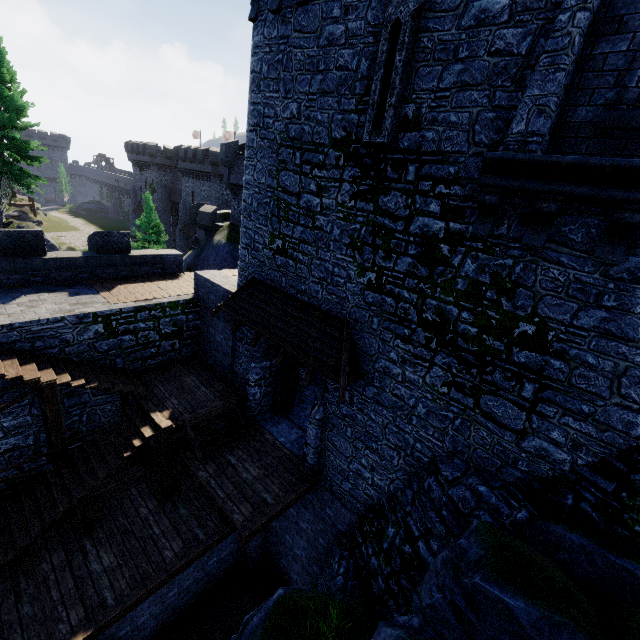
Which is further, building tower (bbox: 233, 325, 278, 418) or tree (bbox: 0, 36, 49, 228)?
tree (bbox: 0, 36, 49, 228)

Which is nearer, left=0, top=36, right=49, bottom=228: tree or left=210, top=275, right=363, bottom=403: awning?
left=210, top=275, right=363, bottom=403: awning

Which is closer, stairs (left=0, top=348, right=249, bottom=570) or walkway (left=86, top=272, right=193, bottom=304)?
stairs (left=0, top=348, right=249, bottom=570)

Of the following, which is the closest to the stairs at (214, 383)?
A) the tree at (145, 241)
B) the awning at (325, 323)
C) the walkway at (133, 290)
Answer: the walkway at (133, 290)

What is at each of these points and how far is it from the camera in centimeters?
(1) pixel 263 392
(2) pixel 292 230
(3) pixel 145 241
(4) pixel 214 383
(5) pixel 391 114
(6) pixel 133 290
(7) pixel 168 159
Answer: (1) building tower, 1258cm
(2) building tower, 950cm
(3) tree, 3225cm
(4) stairs, 1302cm
(5) window slit, 675cm
(6) walkway, 1326cm
(7) building, 5641cm

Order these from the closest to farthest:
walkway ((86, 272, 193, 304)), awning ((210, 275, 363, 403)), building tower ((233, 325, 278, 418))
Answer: awning ((210, 275, 363, 403)), building tower ((233, 325, 278, 418)), walkway ((86, 272, 193, 304))

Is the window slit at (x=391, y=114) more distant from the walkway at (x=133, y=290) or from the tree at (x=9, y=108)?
the tree at (x=9, y=108)

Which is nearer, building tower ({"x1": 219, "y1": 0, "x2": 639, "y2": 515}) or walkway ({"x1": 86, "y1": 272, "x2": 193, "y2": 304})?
building tower ({"x1": 219, "y1": 0, "x2": 639, "y2": 515})
